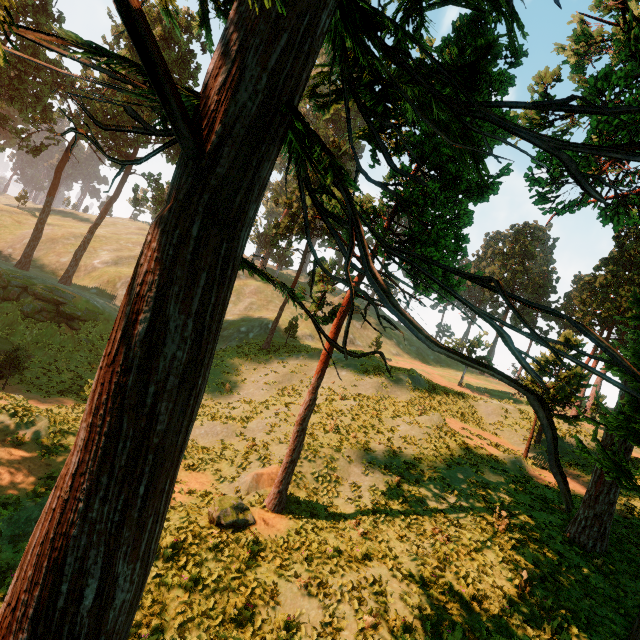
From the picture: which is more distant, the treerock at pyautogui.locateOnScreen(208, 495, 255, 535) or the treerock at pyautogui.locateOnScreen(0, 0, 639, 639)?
the treerock at pyautogui.locateOnScreen(208, 495, 255, 535)

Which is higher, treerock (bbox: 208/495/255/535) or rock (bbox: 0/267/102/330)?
rock (bbox: 0/267/102/330)

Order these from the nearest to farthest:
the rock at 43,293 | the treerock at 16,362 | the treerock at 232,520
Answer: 1. the treerock at 232,520
2. the treerock at 16,362
3. the rock at 43,293

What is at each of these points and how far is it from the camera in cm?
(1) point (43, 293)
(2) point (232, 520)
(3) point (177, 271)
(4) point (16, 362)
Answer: (1) rock, 2952
(2) treerock, 1212
(3) treerock, 402
(4) treerock, 2350

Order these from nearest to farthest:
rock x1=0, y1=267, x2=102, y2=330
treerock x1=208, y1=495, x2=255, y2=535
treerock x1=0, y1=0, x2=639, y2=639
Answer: treerock x1=0, y1=0, x2=639, y2=639
treerock x1=208, y1=495, x2=255, y2=535
rock x1=0, y1=267, x2=102, y2=330

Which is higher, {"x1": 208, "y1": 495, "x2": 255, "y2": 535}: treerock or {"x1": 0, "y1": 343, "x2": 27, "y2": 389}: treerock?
{"x1": 208, "y1": 495, "x2": 255, "y2": 535}: treerock

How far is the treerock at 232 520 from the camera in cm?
1198

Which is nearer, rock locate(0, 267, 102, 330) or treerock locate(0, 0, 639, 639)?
treerock locate(0, 0, 639, 639)
